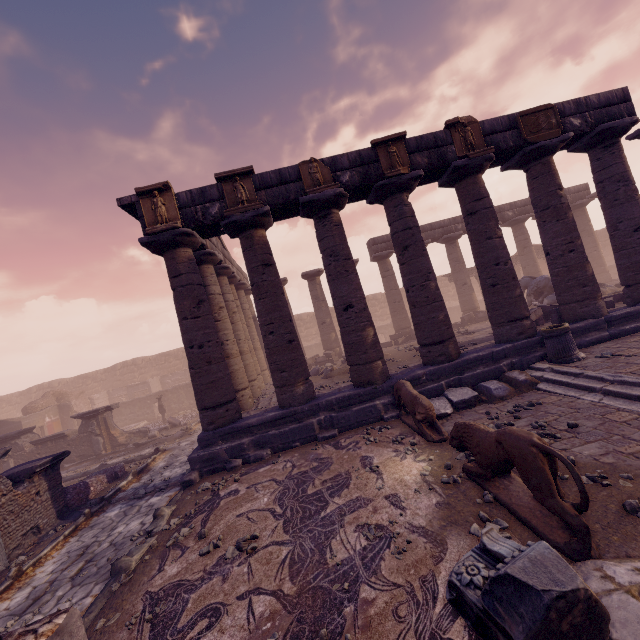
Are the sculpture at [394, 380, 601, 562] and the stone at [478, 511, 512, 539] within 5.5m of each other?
yes

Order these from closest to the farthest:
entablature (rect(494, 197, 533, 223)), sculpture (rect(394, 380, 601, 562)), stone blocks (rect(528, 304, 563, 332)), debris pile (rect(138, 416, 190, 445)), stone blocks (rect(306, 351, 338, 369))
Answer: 1. sculpture (rect(394, 380, 601, 562))
2. stone blocks (rect(528, 304, 563, 332))
3. debris pile (rect(138, 416, 190, 445))
4. stone blocks (rect(306, 351, 338, 369))
5. entablature (rect(494, 197, 533, 223))

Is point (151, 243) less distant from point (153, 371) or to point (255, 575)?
point (255, 575)

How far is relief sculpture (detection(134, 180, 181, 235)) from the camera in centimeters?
841cm

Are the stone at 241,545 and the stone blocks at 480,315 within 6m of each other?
no

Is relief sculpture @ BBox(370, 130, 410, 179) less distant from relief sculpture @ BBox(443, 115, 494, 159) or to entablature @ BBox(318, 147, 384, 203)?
entablature @ BBox(318, 147, 384, 203)

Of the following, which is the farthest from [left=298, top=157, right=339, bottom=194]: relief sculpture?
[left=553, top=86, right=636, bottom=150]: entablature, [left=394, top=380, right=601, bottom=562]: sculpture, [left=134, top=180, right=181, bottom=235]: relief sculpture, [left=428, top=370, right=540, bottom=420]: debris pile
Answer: [left=394, top=380, right=601, bottom=562]: sculpture

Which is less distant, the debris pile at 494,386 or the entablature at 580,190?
the debris pile at 494,386
